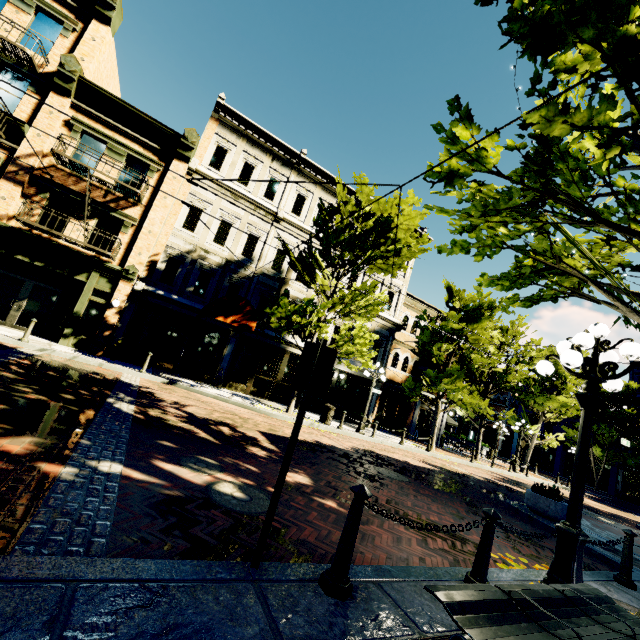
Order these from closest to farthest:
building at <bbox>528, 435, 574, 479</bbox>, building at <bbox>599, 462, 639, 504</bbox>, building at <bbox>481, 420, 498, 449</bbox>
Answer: building at <bbox>599, 462, 639, 504</bbox> → building at <bbox>528, 435, 574, 479</bbox> → building at <bbox>481, 420, 498, 449</bbox>

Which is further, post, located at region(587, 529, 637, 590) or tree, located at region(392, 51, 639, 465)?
post, located at region(587, 529, 637, 590)

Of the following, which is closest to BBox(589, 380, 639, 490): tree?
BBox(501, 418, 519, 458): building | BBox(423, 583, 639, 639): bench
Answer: BBox(501, 418, 519, 458): building

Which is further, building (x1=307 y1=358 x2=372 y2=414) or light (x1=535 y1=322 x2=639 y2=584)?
building (x1=307 y1=358 x2=372 y2=414)

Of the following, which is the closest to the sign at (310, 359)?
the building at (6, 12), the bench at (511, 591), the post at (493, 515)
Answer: the bench at (511, 591)

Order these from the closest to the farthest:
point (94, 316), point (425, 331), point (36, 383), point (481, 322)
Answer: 1. point (36, 383)
2. point (94, 316)
3. point (481, 322)
4. point (425, 331)

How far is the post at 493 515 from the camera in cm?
363

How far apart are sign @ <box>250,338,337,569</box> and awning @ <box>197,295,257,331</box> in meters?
10.8 m
